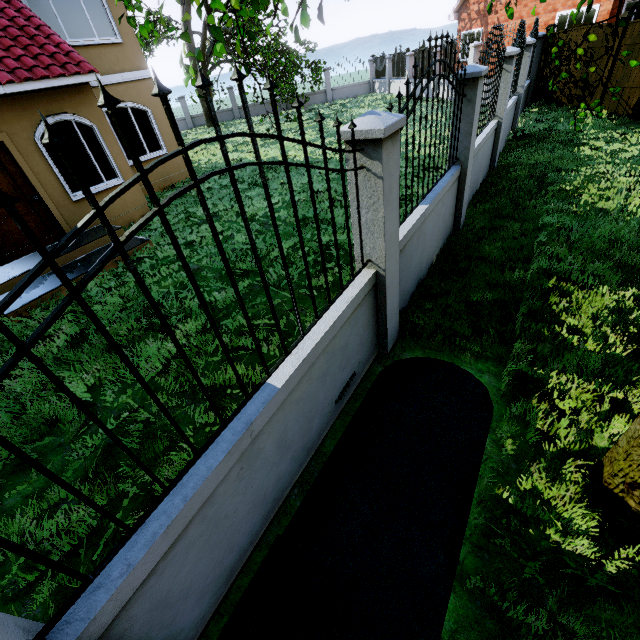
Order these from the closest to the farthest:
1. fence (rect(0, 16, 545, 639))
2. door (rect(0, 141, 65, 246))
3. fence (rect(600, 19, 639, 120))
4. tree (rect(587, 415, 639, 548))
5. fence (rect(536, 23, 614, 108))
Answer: fence (rect(0, 16, 545, 639)), tree (rect(587, 415, 639, 548)), door (rect(0, 141, 65, 246)), fence (rect(600, 19, 639, 120)), fence (rect(536, 23, 614, 108))

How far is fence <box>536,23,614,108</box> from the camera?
10.0 meters

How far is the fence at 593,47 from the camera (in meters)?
10.01

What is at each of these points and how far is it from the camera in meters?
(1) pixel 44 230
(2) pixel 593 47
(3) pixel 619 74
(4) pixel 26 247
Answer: (1) door, 7.4 m
(2) fence, 10.3 m
(3) fence, 9.8 m
(4) door, 7.2 m

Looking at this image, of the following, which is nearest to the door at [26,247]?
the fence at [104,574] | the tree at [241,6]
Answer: the tree at [241,6]

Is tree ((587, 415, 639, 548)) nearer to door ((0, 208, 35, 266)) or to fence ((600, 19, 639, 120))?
fence ((600, 19, 639, 120))

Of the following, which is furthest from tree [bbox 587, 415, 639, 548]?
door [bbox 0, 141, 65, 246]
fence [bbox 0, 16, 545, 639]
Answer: door [bbox 0, 141, 65, 246]
